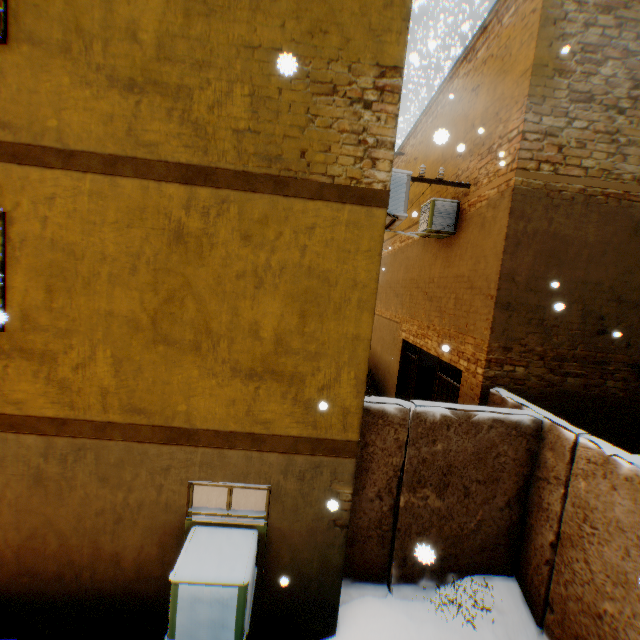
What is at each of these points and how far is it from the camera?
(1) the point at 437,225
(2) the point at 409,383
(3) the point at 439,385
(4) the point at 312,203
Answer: (1) air conditioner, 8.0 meters
(2) wooden gate, 11.1 meters
(3) wooden gate, 8.8 meters
(4) building, 3.8 meters

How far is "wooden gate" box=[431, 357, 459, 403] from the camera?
7.9m

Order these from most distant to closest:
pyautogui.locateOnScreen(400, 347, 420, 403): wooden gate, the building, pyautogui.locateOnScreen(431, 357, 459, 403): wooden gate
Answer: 1. pyautogui.locateOnScreen(400, 347, 420, 403): wooden gate
2. pyautogui.locateOnScreen(431, 357, 459, 403): wooden gate
3. the building

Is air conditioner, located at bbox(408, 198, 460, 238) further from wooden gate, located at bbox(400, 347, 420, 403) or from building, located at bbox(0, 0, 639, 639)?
wooden gate, located at bbox(400, 347, 420, 403)

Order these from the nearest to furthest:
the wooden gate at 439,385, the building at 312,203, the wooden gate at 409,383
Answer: the building at 312,203, the wooden gate at 439,385, the wooden gate at 409,383

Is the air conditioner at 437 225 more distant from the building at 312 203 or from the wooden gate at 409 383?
the wooden gate at 409 383

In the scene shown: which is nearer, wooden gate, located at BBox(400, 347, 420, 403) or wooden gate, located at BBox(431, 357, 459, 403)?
wooden gate, located at BBox(431, 357, 459, 403)

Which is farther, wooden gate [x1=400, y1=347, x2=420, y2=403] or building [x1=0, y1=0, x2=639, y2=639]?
wooden gate [x1=400, y1=347, x2=420, y2=403]
